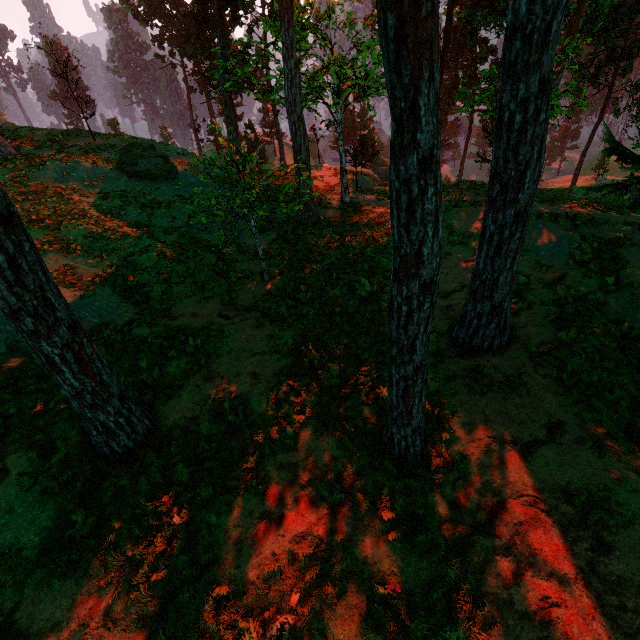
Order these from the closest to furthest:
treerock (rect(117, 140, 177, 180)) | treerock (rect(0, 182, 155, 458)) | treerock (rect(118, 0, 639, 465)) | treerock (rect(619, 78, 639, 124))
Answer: treerock (rect(118, 0, 639, 465)) → treerock (rect(0, 182, 155, 458)) → treerock (rect(619, 78, 639, 124)) → treerock (rect(117, 140, 177, 180))

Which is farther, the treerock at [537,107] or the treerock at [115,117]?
the treerock at [115,117]

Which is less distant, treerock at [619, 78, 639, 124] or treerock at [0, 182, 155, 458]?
treerock at [0, 182, 155, 458]

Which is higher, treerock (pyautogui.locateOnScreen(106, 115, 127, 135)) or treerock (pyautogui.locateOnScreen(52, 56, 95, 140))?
treerock (pyautogui.locateOnScreen(52, 56, 95, 140))

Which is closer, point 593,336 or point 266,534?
point 266,534

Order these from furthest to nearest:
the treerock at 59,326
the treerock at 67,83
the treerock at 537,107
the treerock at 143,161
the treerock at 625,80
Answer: the treerock at 67,83
the treerock at 143,161
the treerock at 625,80
the treerock at 59,326
the treerock at 537,107

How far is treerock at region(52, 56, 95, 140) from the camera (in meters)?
20.50
